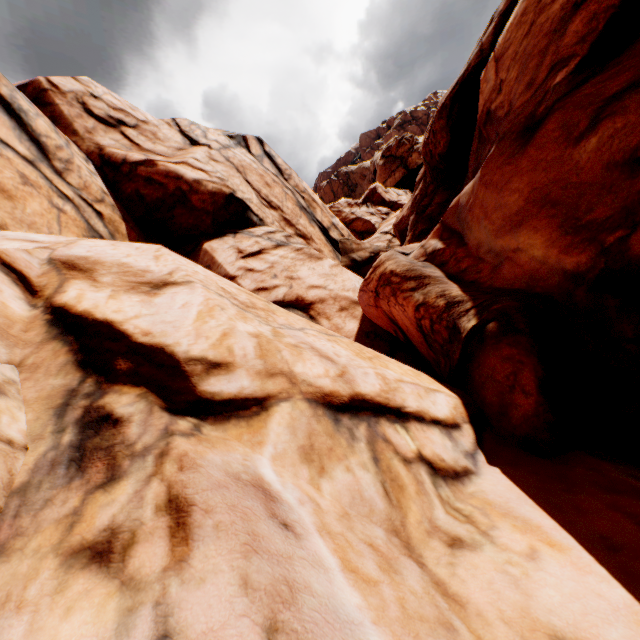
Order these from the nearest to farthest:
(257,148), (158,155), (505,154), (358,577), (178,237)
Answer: (358,577) < (505,154) < (178,237) < (158,155) < (257,148)
